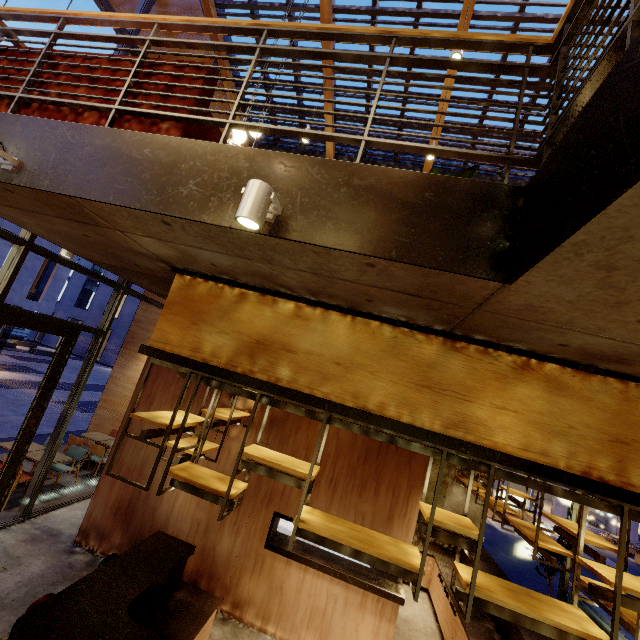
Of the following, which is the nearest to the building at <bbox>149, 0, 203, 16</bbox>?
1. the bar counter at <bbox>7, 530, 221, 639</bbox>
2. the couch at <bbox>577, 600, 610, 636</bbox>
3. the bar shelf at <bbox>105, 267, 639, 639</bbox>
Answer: the bar counter at <bbox>7, 530, 221, 639</bbox>

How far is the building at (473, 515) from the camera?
8.2 meters

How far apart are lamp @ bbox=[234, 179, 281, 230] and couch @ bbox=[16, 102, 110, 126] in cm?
112

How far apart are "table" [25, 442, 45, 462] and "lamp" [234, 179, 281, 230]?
7.79m

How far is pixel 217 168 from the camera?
2.19m

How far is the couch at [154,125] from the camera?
2.51m

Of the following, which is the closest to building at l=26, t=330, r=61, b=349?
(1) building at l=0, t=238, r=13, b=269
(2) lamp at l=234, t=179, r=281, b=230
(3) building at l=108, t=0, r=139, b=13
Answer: (1) building at l=0, t=238, r=13, b=269
